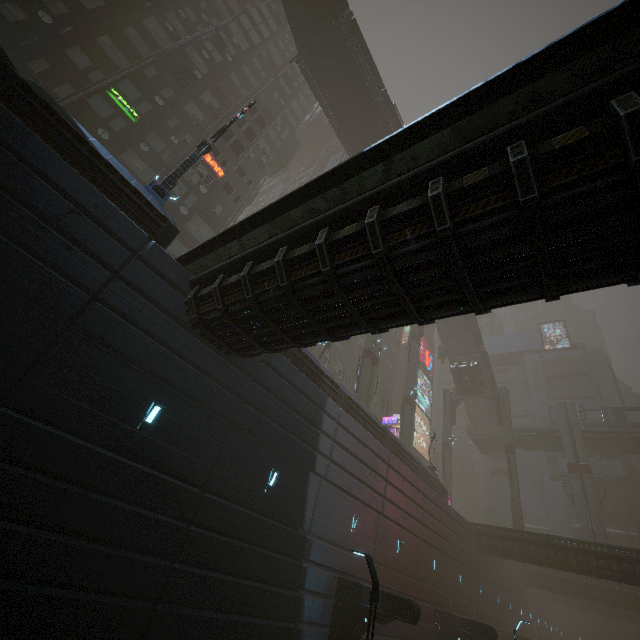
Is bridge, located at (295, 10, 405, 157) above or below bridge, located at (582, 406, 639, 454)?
above

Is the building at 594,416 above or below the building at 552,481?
above

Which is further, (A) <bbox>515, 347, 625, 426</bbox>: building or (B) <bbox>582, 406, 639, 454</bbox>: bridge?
(A) <bbox>515, 347, 625, 426</bbox>: building

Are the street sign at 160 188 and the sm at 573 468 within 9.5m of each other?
no

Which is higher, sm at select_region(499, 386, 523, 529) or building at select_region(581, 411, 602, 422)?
building at select_region(581, 411, 602, 422)

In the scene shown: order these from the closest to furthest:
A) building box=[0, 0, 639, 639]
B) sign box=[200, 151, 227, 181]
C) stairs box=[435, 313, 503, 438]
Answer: building box=[0, 0, 639, 639] < sign box=[200, 151, 227, 181] < stairs box=[435, 313, 503, 438]

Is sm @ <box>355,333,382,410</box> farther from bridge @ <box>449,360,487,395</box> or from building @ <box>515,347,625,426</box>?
building @ <box>515,347,625,426</box>

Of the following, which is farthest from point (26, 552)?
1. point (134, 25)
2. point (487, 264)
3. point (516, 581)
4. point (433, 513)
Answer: point (516, 581)
